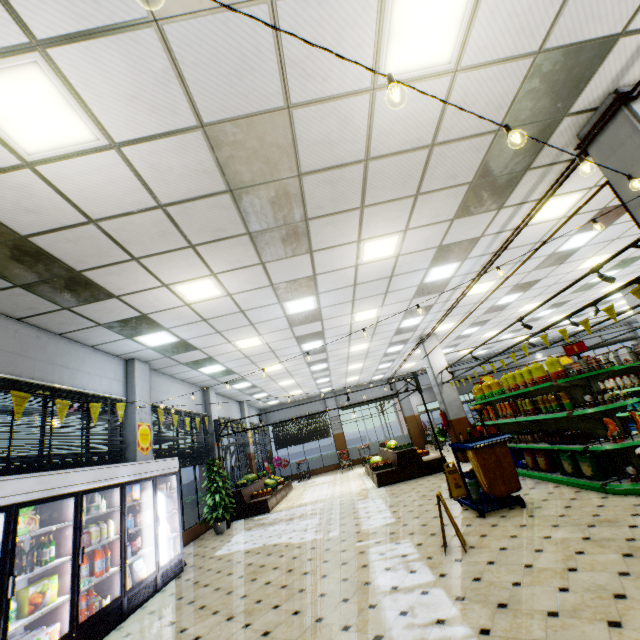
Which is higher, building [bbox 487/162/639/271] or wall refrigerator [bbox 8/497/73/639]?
building [bbox 487/162/639/271]

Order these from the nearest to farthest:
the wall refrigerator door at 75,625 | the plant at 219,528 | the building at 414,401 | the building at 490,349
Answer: the wall refrigerator door at 75,625
the plant at 219,528
the building at 490,349
the building at 414,401

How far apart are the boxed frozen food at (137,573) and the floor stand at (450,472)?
6.36m

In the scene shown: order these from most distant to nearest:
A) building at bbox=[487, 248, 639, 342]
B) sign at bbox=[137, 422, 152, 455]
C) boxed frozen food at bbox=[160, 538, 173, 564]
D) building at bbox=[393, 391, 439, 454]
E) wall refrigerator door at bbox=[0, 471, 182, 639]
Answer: building at bbox=[393, 391, 439, 454] → building at bbox=[487, 248, 639, 342] → sign at bbox=[137, 422, 152, 455] → boxed frozen food at bbox=[160, 538, 173, 564] → wall refrigerator door at bbox=[0, 471, 182, 639]

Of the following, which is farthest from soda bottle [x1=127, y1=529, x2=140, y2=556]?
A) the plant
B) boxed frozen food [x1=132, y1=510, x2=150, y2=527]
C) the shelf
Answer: the shelf

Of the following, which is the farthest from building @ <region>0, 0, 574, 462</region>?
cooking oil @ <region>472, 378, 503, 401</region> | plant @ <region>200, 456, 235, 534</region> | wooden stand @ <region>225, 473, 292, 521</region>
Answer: cooking oil @ <region>472, 378, 503, 401</region>

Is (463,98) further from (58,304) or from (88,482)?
(88,482)

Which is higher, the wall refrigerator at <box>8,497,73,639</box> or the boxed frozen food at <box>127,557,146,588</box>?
the wall refrigerator at <box>8,497,73,639</box>
